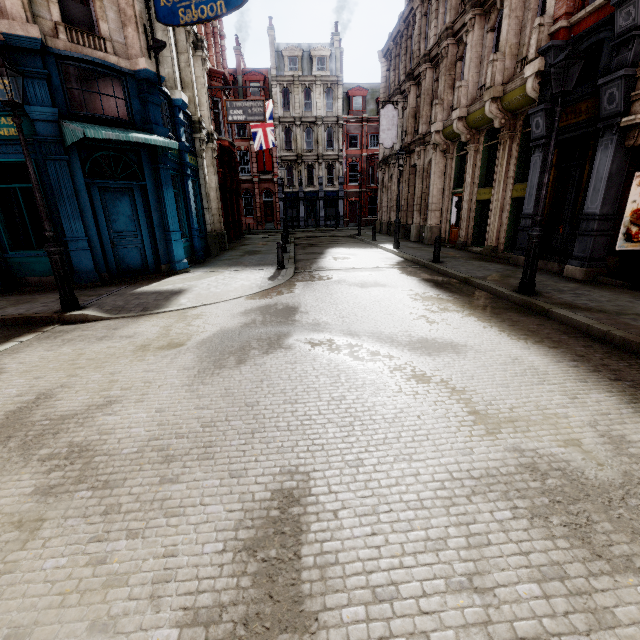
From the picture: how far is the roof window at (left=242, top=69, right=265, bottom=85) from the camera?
36.2m

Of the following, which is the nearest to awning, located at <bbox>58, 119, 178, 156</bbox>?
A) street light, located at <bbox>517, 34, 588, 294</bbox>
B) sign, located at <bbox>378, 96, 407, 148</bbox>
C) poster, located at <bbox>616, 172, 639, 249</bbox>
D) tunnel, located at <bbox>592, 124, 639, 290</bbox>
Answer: street light, located at <bbox>517, 34, 588, 294</bbox>

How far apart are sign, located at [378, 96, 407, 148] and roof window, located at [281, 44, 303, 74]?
22.6m

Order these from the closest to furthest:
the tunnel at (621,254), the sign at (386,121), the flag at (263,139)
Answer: the tunnel at (621,254) < the sign at (386,121) < the flag at (263,139)

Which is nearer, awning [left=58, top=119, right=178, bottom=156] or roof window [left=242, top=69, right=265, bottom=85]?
awning [left=58, top=119, right=178, bottom=156]

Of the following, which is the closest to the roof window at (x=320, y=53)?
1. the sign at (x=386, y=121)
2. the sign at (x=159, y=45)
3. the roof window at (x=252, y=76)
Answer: the roof window at (x=252, y=76)

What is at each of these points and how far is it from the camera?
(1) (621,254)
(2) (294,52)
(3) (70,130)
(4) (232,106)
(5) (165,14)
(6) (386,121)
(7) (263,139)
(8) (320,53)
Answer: (1) tunnel, 8.65m
(2) roof window, 36.03m
(3) awning, 7.96m
(4) sign, 16.50m
(5) sign, 9.01m
(6) sign, 20.66m
(7) flag, 23.44m
(8) roof window, 36.28m

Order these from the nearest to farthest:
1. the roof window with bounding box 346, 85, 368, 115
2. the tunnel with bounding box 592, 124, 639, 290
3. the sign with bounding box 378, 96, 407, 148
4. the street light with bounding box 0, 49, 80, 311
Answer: the street light with bounding box 0, 49, 80, 311 → the tunnel with bounding box 592, 124, 639, 290 → the sign with bounding box 378, 96, 407, 148 → the roof window with bounding box 346, 85, 368, 115
